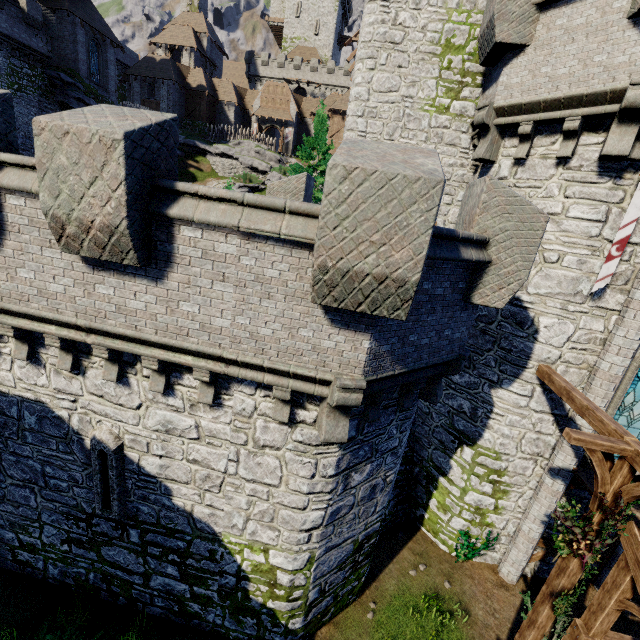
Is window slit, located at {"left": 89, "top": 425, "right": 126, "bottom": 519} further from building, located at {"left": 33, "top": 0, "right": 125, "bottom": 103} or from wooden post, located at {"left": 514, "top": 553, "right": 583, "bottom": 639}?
building, located at {"left": 33, "top": 0, "right": 125, "bottom": 103}

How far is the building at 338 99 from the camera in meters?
41.8

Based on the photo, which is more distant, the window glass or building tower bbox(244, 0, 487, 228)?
building tower bbox(244, 0, 487, 228)

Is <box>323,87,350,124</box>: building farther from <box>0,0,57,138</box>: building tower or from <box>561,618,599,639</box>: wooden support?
<box>561,618,599,639</box>: wooden support

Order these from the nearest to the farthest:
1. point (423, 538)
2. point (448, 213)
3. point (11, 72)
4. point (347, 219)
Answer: point (347, 219) → point (448, 213) → point (423, 538) → point (11, 72)

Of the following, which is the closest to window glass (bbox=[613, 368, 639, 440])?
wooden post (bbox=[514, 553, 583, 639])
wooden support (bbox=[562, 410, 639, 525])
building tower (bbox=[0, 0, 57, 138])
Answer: wooden support (bbox=[562, 410, 639, 525])

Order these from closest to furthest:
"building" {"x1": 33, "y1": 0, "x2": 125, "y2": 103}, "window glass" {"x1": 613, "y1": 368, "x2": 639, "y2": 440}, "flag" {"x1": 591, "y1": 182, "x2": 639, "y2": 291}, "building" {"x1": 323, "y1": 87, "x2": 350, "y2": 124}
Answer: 1. "flag" {"x1": 591, "y1": 182, "x2": 639, "y2": 291}
2. "window glass" {"x1": 613, "y1": 368, "x2": 639, "y2": 440}
3. "building" {"x1": 33, "y1": 0, "x2": 125, "y2": 103}
4. "building" {"x1": 323, "y1": 87, "x2": 350, "y2": 124}

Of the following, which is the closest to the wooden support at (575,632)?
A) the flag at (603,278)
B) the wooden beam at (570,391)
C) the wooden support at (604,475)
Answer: the wooden support at (604,475)
